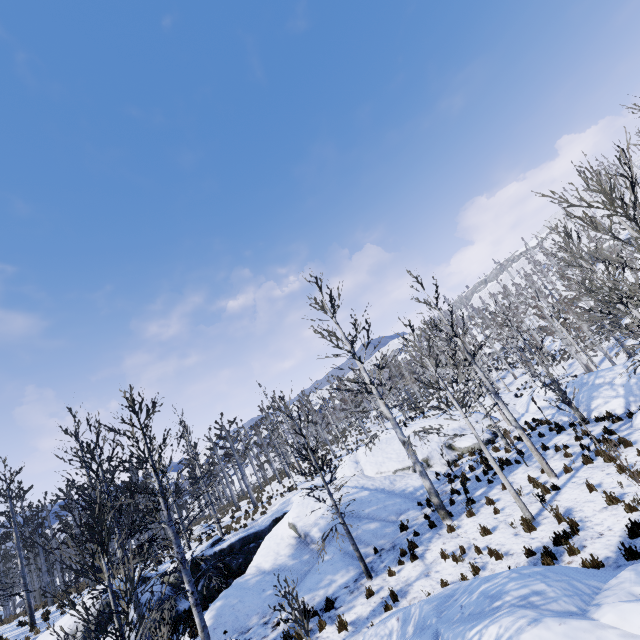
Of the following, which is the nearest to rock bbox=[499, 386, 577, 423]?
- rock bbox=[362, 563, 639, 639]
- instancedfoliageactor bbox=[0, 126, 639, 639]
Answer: instancedfoliageactor bbox=[0, 126, 639, 639]

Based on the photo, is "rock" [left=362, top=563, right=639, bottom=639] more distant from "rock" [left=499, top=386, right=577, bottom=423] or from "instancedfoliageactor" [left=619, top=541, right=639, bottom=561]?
"rock" [left=499, top=386, right=577, bottom=423]

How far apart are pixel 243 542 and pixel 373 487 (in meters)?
8.23

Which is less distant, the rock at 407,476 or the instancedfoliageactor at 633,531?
the instancedfoliageactor at 633,531

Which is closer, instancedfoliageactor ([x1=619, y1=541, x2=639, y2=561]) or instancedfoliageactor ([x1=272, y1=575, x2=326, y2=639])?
instancedfoliageactor ([x1=619, y1=541, x2=639, y2=561])

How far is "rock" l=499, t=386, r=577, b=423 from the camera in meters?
18.7 m

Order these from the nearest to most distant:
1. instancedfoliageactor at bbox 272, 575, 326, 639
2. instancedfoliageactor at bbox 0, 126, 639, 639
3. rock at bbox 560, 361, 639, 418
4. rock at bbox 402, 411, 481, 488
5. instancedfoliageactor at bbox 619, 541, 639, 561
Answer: instancedfoliageactor at bbox 0, 126, 639, 639
instancedfoliageactor at bbox 619, 541, 639, 561
instancedfoliageactor at bbox 272, 575, 326, 639
rock at bbox 560, 361, 639, 418
rock at bbox 402, 411, 481, 488

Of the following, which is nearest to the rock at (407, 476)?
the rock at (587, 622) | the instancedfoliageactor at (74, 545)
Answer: the instancedfoliageactor at (74, 545)
